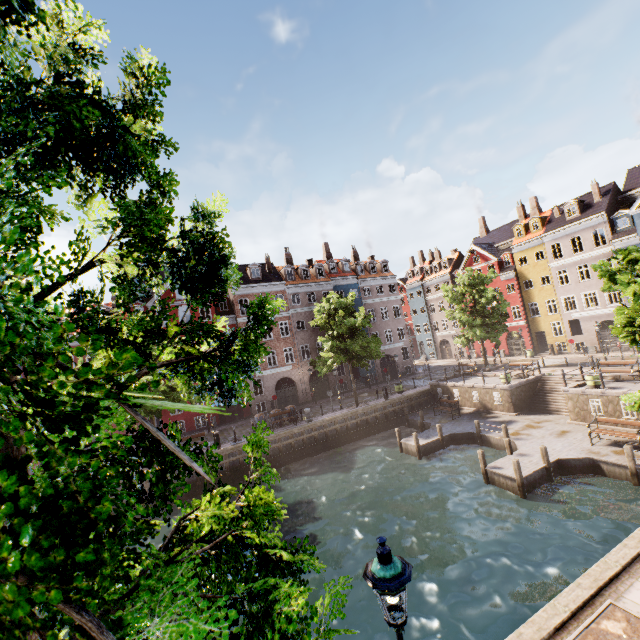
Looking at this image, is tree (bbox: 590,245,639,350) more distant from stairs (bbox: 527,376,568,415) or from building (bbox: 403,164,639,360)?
stairs (bbox: 527,376,568,415)

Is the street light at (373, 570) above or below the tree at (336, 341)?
below

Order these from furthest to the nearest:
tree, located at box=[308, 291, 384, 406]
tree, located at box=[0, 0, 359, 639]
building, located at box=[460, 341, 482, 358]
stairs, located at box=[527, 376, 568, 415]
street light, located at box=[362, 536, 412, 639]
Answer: building, located at box=[460, 341, 482, 358], tree, located at box=[308, 291, 384, 406], stairs, located at box=[527, 376, 568, 415], street light, located at box=[362, 536, 412, 639], tree, located at box=[0, 0, 359, 639]

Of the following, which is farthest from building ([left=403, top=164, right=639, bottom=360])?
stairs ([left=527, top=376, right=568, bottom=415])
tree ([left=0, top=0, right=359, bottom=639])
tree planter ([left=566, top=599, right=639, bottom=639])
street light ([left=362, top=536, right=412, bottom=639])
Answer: street light ([left=362, top=536, right=412, bottom=639])

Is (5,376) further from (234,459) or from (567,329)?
(567,329)

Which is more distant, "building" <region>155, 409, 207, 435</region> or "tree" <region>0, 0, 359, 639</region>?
"building" <region>155, 409, 207, 435</region>

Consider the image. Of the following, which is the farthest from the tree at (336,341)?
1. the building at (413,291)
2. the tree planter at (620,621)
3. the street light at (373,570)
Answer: the tree planter at (620,621)

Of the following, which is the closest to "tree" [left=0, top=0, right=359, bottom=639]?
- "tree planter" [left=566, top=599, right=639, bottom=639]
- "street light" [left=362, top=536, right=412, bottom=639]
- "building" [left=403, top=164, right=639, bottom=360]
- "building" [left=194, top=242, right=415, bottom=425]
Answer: "street light" [left=362, top=536, right=412, bottom=639]
